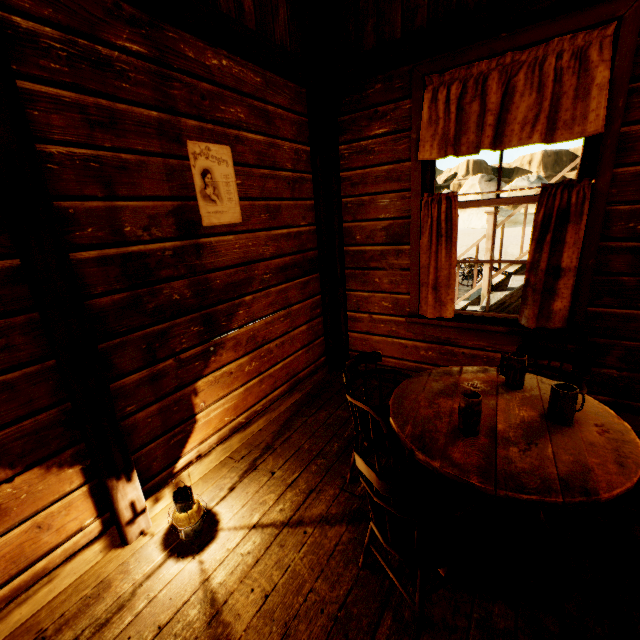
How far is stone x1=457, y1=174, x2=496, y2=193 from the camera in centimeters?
3544cm

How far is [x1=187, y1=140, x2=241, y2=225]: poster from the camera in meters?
2.2 m

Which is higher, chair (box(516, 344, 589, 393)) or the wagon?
chair (box(516, 344, 589, 393))

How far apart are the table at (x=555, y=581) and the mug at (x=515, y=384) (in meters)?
0.39

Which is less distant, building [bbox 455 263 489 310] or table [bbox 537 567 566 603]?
table [bbox 537 567 566 603]

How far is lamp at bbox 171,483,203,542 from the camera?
1.9 meters

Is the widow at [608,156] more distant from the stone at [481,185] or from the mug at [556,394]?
the stone at [481,185]

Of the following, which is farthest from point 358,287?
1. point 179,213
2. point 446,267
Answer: point 179,213
